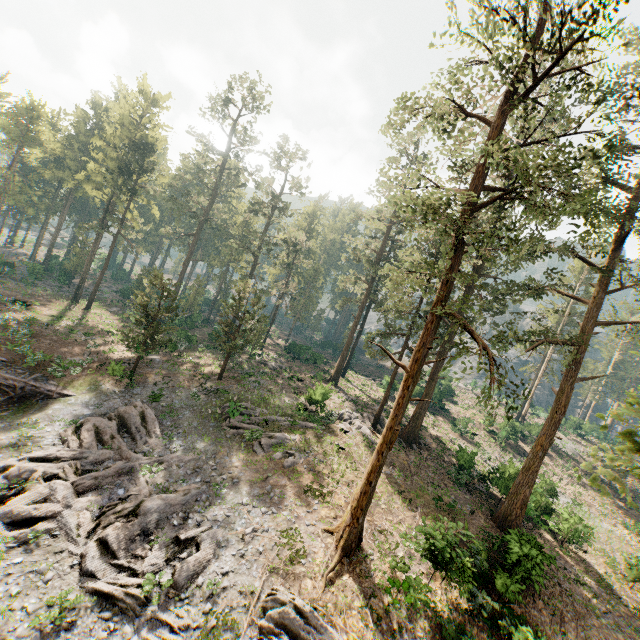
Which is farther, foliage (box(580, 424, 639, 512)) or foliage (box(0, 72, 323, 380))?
foliage (box(0, 72, 323, 380))

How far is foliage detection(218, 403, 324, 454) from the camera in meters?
23.3 m

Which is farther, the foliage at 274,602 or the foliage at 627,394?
the foliage at 274,602

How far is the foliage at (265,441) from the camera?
23.3 meters

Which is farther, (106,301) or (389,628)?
(106,301)

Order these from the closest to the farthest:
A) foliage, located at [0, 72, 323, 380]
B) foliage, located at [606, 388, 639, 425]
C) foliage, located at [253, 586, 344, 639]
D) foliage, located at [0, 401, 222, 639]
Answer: foliage, located at [606, 388, 639, 425]
foliage, located at [253, 586, 344, 639]
foliage, located at [0, 401, 222, 639]
foliage, located at [0, 72, 323, 380]

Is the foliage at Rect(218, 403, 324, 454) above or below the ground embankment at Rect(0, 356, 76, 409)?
above
